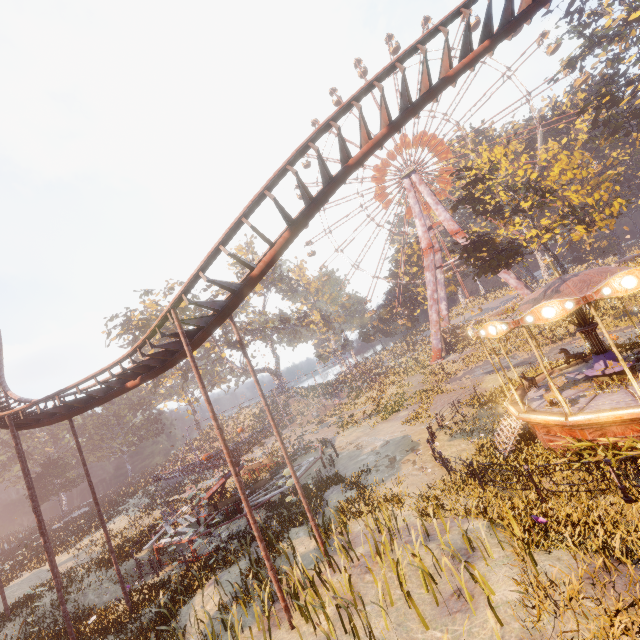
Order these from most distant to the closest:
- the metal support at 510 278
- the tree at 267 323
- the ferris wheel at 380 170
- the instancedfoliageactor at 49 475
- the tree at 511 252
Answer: the tree at 267 323, the ferris wheel at 380 170, the metal support at 510 278, the instancedfoliageactor at 49 475, the tree at 511 252

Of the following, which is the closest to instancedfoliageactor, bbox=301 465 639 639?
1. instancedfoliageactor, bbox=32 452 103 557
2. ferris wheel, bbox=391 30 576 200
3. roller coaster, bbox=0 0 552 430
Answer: roller coaster, bbox=0 0 552 430

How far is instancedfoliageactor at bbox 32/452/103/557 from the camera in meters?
28.1 m

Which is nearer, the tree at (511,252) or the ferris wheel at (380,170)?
the tree at (511,252)

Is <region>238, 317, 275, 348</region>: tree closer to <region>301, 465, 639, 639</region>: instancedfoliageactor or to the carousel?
the carousel

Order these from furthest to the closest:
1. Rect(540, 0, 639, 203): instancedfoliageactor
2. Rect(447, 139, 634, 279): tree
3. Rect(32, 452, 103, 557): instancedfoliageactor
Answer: Rect(32, 452, 103, 557): instancedfoliageactor, Rect(540, 0, 639, 203): instancedfoliageactor, Rect(447, 139, 634, 279): tree

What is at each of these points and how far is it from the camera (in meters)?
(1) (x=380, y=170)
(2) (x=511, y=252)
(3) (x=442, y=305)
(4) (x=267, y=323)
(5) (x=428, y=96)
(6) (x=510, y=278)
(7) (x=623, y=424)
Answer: (1) ferris wheel, 51.44
(2) tree, 28.78
(3) metal support, 52.31
(4) tree, 53.88
(5) roller coaster, 10.10
(6) metal support, 40.78
(7) carousel, 9.80

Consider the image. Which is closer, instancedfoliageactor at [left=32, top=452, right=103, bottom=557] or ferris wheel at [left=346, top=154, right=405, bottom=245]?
instancedfoliageactor at [left=32, top=452, right=103, bottom=557]
